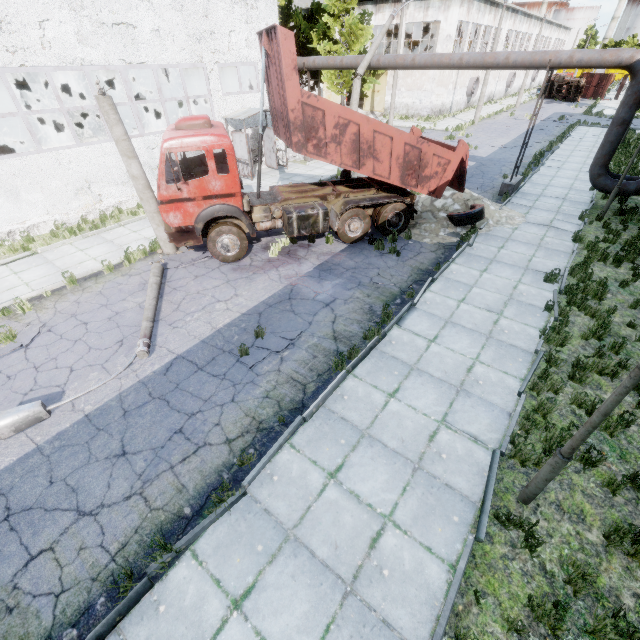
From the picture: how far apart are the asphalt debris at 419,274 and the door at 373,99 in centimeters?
3552cm

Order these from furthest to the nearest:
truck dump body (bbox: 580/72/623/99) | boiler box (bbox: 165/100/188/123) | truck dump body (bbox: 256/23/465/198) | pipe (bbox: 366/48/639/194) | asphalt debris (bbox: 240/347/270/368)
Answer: truck dump body (bbox: 580/72/623/99) < boiler box (bbox: 165/100/188/123) < pipe (bbox: 366/48/639/194) < truck dump body (bbox: 256/23/465/198) < asphalt debris (bbox: 240/347/270/368)

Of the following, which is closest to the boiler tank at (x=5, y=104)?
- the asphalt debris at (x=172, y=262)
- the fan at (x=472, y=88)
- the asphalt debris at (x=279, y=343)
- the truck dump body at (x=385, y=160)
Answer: the asphalt debris at (x=172, y=262)

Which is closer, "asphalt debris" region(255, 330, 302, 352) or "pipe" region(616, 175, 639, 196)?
"asphalt debris" region(255, 330, 302, 352)

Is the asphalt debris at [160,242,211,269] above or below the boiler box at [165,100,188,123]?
below

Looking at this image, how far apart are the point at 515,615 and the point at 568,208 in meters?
15.8 m

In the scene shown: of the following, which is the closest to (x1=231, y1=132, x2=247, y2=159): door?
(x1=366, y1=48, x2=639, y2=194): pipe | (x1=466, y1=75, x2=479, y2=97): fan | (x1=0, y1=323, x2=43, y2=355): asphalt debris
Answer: (x1=366, y1=48, x2=639, y2=194): pipe

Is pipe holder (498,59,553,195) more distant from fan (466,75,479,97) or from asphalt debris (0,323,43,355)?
fan (466,75,479,97)
